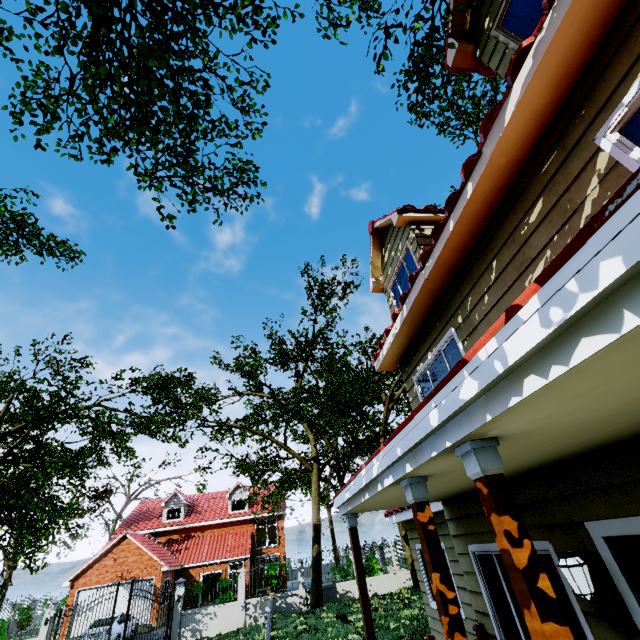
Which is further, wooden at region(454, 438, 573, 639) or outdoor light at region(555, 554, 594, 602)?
outdoor light at region(555, 554, 594, 602)

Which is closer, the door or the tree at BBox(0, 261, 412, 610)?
the door

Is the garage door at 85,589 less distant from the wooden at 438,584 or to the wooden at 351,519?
the wooden at 351,519

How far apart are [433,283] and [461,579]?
6.7m

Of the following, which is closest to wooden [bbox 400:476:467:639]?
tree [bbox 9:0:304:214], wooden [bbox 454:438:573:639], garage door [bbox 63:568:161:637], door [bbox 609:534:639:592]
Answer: wooden [bbox 454:438:573:639]

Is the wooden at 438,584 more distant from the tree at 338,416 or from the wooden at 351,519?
the tree at 338,416

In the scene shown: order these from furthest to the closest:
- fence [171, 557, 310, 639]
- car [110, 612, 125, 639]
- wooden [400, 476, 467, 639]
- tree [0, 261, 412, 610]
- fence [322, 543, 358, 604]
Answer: fence [322, 543, 358, 604], car [110, 612, 125, 639], fence [171, 557, 310, 639], tree [0, 261, 412, 610], wooden [400, 476, 467, 639]

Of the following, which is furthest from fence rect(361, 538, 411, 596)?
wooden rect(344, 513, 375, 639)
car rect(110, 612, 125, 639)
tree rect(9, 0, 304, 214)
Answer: wooden rect(344, 513, 375, 639)
